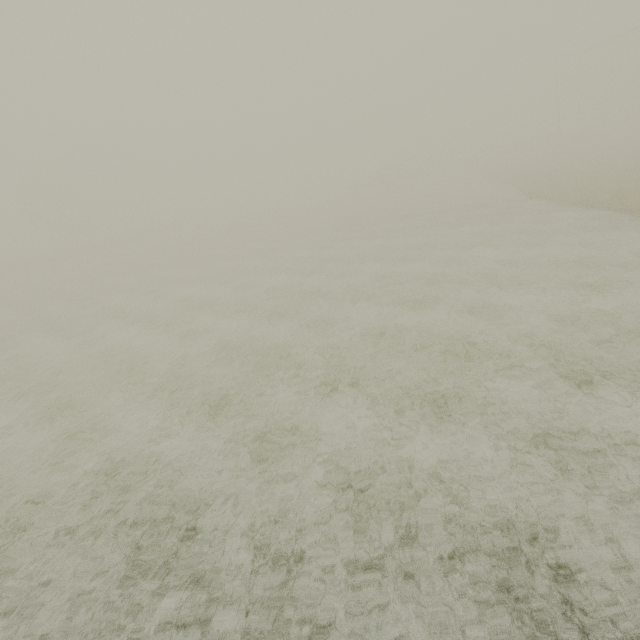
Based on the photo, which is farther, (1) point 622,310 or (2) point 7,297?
(2) point 7,297
